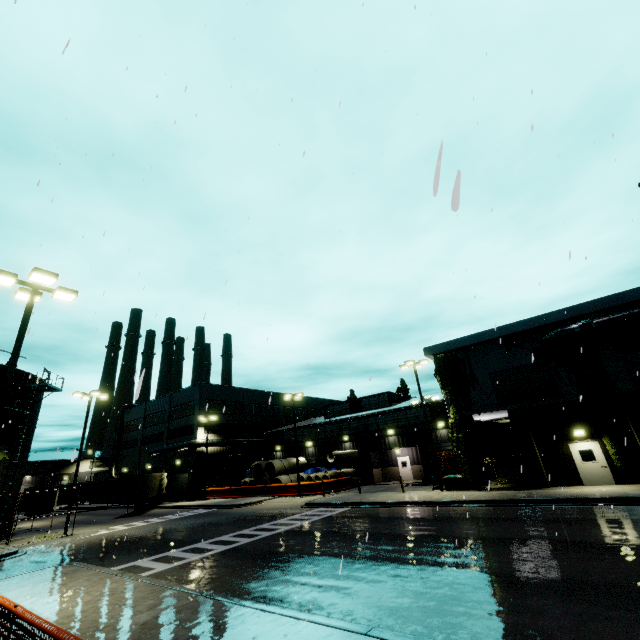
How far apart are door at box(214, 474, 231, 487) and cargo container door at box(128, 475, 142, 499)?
11.9 meters

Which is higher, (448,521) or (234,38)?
(234,38)

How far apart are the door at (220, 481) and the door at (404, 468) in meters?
23.7 m

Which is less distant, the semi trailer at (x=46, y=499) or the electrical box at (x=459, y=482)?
the electrical box at (x=459, y=482)

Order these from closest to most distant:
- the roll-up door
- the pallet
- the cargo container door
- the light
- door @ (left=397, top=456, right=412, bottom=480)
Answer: the light, the pallet, the cargo container door, door @ (left=397, top=456, right=412, bottom=480), the roll-up door

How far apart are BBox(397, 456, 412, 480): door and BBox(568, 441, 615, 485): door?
19.0m

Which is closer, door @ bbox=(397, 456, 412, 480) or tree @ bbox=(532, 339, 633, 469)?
tree @ bbox=(532, 339, 633, 469)

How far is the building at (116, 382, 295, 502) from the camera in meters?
44.0 m
